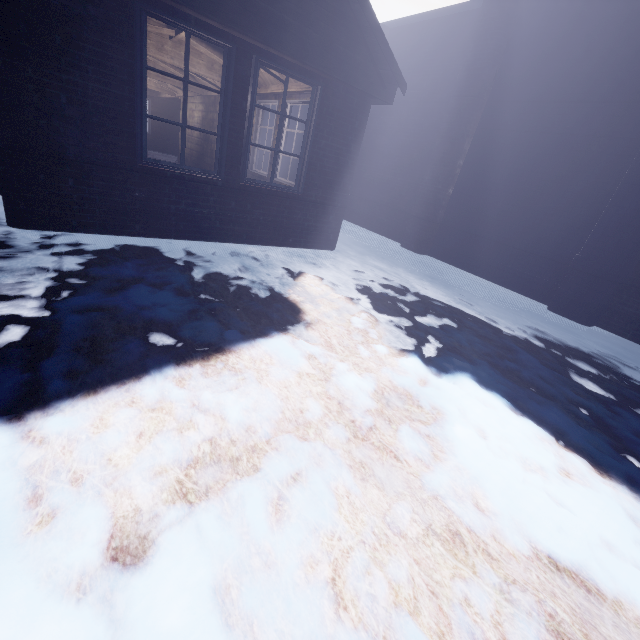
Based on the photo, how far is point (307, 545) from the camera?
1.1 meters

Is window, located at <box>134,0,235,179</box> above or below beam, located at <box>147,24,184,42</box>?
below

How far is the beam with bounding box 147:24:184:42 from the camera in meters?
4.9

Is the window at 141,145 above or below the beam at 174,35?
below

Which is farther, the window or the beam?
the beam

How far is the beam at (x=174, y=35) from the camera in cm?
488
